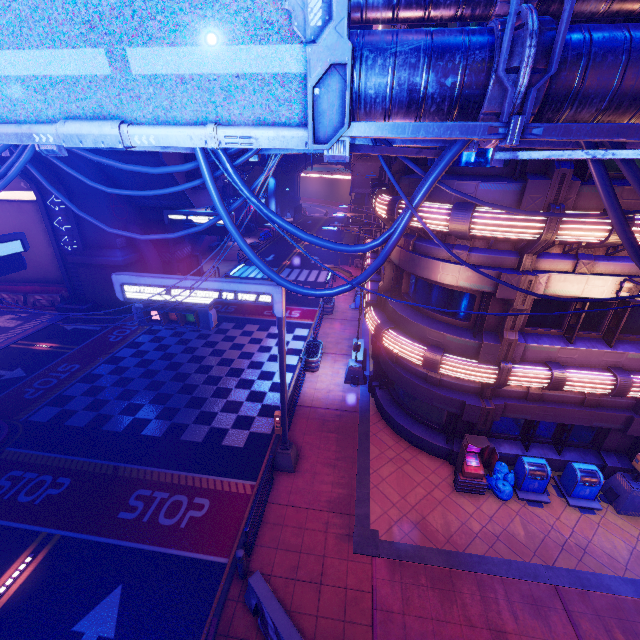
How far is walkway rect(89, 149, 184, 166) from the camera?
20.3m

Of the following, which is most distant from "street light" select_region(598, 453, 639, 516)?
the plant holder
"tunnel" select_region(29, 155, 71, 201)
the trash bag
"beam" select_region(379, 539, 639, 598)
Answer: "tunnel" select_region(29, 155, 71, 201)

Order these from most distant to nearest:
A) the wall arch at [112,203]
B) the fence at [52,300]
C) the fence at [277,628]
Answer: the fence at [52,300] → the wall arch at [112,203] → the fence at [277,628]

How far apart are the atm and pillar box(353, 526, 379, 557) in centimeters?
324cm

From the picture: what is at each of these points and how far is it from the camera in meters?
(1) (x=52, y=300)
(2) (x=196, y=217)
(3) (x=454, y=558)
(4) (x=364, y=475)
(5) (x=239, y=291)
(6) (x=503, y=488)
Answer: (1) fence, 25.1 m
(2) sign, 23.2 m
(3) beam, 9.4 m
(4) beam, 11.9 m
(5) sign, 9.4 m
(6) trash bag, 11.1 m

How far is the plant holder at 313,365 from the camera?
17.5 meters

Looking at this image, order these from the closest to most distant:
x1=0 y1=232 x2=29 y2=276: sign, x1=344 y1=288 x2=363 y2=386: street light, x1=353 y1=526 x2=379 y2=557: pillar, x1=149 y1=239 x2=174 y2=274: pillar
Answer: x1=353 y1=526 x2=379 y2=557: pillar < x1=0 y1=232 x2=29 y2=276: sign < x1=344 y1=288 x2=363 y2=386: street light < x1=149 y1=239 x2=174 y2=274: pillar

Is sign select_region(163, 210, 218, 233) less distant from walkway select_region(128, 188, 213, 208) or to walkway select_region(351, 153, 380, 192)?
walkway select_region(128, 188, 213, 208)
